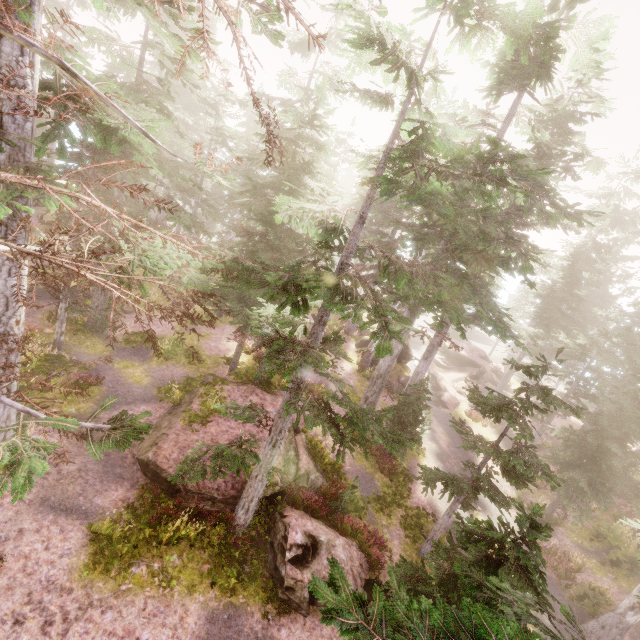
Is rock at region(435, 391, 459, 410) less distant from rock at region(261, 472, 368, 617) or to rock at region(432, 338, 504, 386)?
rock at region(432, 338, 504, 386)

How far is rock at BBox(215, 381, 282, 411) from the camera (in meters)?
16.64

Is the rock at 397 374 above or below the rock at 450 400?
above

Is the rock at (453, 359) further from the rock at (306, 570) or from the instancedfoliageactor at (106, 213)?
the rock at (306, 570)

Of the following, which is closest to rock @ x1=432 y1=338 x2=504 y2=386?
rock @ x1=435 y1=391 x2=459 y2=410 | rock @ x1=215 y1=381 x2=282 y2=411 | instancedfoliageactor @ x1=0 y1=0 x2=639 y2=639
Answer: instancedfoliageactor @ x1=0 y1=0 x2=639 y2=639

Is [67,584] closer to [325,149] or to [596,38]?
[325,149]

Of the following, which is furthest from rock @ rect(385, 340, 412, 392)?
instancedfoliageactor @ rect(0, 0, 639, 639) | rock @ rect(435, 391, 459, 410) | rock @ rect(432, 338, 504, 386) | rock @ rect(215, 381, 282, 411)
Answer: rock @ rect(215, 381, 282, 411)
